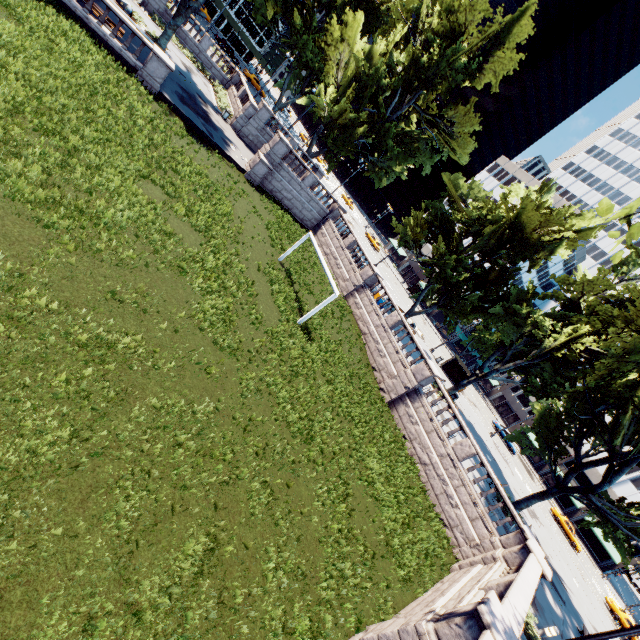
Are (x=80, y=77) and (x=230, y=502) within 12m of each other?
no

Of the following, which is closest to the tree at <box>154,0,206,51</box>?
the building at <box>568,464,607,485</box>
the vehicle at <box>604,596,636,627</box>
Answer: the building at <box>568,464,607,485</box>

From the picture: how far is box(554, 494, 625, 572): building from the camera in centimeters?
5183cm

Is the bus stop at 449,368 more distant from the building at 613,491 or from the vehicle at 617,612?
the vehicle at 617,612

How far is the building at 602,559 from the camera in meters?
51.8

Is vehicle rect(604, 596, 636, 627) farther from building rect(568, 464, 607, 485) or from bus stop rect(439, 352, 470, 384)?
bus stop rect(439, 352, 470, 384)

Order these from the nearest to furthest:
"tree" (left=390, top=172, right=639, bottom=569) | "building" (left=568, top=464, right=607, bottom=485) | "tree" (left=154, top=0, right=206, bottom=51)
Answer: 1. "tree" (left=390, top=172, right=639, bottom=569)
2. "tree" (left=154, top=0, right=206, bottom=51)
3. "building" (left=568, top=464, right=607, bottom=485)

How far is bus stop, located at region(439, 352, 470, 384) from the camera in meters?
39.4
